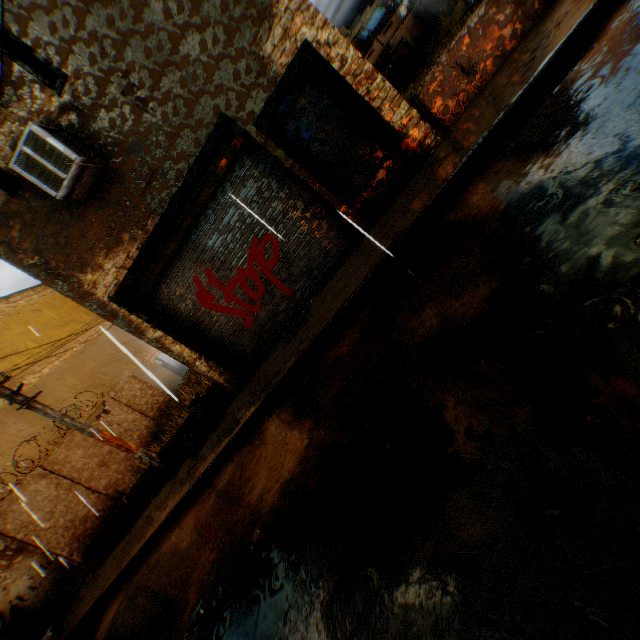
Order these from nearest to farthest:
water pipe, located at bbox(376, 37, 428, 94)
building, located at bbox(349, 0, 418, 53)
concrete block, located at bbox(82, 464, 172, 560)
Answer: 1. concrete block, located at bbox(82, 464, 172, 560)
2. water pipe, located at bbox(376, 37, 428, 94)
3. building, located at bbox(349, 0, 418, 53)

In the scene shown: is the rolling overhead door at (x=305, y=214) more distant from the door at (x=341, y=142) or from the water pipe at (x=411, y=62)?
the water pipe at (x=411, y=62)

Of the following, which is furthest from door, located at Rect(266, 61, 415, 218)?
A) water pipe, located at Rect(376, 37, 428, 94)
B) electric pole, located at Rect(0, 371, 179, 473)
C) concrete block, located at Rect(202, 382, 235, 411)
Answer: water pipe, located at Rect(376, 37, 428, 94)

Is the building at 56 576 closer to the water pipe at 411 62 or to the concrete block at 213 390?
the concrete block at 213 390

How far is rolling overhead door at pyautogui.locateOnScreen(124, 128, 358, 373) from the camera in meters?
6.3 m

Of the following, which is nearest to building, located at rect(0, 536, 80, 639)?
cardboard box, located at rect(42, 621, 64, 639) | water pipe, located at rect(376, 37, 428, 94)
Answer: cardboard box, located at rect(42, 621, 64, 639)

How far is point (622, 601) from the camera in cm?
112

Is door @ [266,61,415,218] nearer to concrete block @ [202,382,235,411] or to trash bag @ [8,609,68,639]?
concrete block @ [202,382,235,411]
